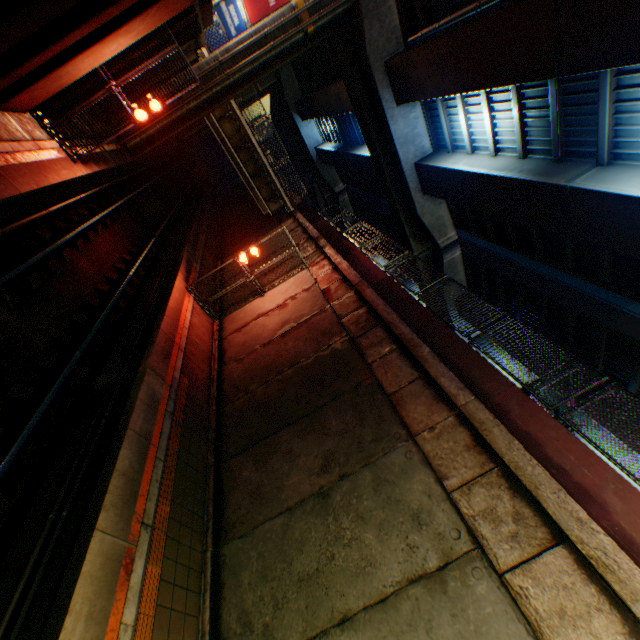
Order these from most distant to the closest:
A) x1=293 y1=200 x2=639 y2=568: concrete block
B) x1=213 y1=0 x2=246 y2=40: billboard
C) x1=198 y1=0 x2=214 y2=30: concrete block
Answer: x1=213 y1=0 x2=246 y2=40: billboard
x1=198 y1=0 x2=214 y2=30: concrete block
x1=293 y1=200 x2=639 y2=568: concrete block

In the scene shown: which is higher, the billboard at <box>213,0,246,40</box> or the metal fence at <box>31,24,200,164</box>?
the billboard at <box>213,0,246,40</box>

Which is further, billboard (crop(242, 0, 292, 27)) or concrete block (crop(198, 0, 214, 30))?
billboard (crop(242, 0, 292, 27))

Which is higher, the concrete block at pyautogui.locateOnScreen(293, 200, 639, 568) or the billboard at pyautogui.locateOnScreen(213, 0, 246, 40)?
the billboard at pyautogui.locateOnScreen(213, 0, 246, 40)

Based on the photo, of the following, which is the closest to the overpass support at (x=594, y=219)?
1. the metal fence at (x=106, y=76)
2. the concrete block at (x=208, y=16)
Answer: the metal fence at (x=106, y=76)

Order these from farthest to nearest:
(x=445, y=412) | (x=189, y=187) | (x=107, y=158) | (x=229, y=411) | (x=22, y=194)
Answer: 1. (x=189, y=187)
2. (x=107, y=158)
3. (x=229, y=411)
4. (x=22, y=194)
5. (x=445, y=412)

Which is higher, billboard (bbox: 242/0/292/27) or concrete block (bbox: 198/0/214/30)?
billboard (bbox: 242/0/292/27)

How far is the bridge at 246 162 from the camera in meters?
19.4 m
